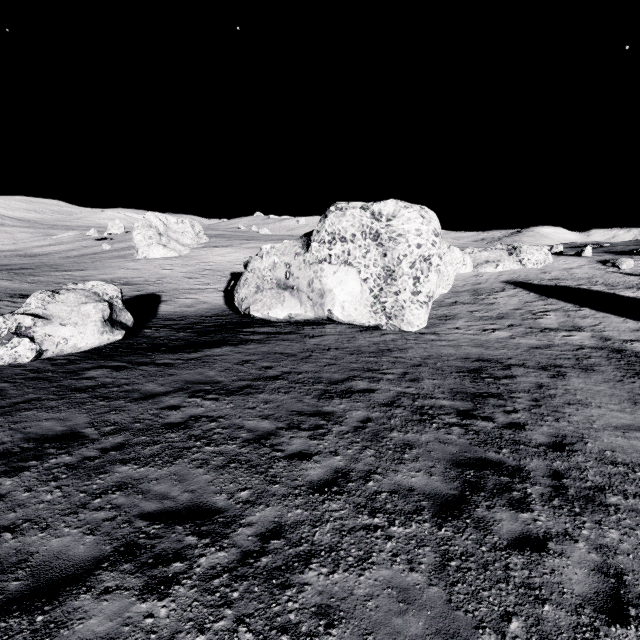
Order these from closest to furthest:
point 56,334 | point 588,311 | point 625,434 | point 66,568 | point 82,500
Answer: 1. point 66,568
2. point 82,500
3. point 625,434
4. point 56,334
5. point 588,311

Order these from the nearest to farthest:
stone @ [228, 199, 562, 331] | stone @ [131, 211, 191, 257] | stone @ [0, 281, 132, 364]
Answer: stone @ [0, 281, 132, 364]
stone @ [228, 199, 562, 331]
stone @ [131, 211, 191, 257]

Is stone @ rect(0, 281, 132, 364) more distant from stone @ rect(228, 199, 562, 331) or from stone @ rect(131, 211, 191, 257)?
stone @ rect(131, 211, 191, 257)

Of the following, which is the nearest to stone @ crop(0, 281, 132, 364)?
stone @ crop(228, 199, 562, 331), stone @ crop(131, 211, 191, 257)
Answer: stone @ crop(228, 199, 562, 331)

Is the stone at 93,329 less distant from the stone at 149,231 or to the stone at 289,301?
the stone at 289,301

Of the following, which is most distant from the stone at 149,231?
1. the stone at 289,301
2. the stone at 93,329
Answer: the stone at 93,329
